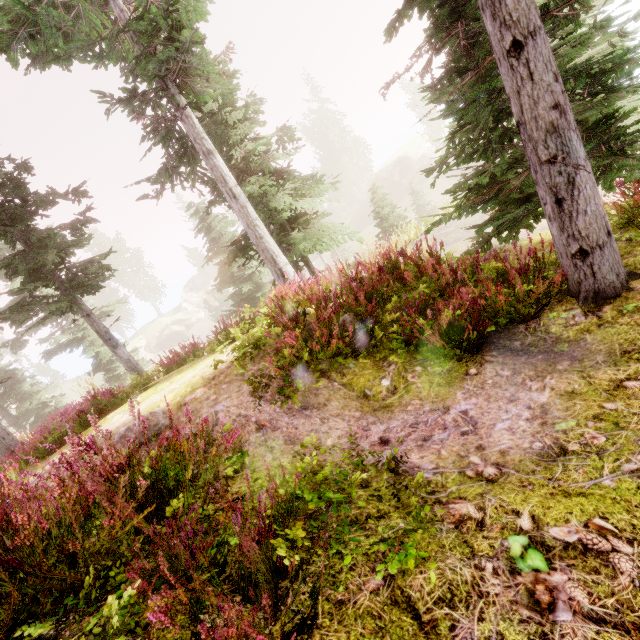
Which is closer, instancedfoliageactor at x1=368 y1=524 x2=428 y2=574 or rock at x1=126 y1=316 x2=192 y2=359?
instancedfoliageactor at x1=368 y1=524 x2=428 y2=574

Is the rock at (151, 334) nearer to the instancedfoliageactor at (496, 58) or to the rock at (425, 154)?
the instancedfoliageactor at (496, 58)

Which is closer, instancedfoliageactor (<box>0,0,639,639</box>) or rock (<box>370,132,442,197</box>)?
instancedfoliageactor (<box>0,0,639,639</box>)

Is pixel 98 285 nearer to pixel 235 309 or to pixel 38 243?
pixel 38 243

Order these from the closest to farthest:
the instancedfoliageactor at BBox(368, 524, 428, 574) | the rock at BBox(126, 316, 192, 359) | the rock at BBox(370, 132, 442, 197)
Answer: the instancedfoliageactor at BBox(368, 524, 428, 574)
the rock at BBox(370, 132, 442, 197)
the rock at BBox(126, 316, 192, 359)

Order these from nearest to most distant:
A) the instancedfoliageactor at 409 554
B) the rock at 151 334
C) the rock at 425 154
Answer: the instancedfoliageactor at 409 554 → the rock at 425 154 → the rock at 151 334
